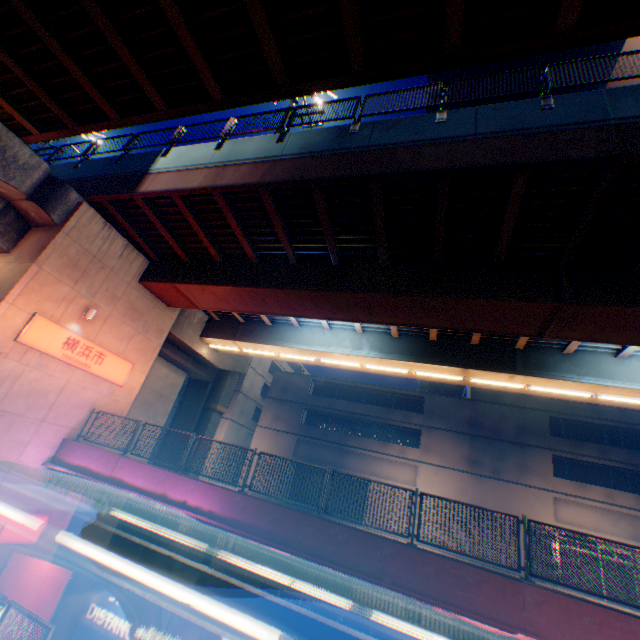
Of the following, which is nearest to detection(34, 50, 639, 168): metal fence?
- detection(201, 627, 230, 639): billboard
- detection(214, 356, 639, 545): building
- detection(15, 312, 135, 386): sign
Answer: detection(15, 312, 135, 386): sign

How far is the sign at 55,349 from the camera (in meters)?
10.85

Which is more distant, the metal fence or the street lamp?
the metal fence

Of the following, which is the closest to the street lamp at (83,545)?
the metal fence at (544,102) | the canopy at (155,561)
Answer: the canopy at (155,561)

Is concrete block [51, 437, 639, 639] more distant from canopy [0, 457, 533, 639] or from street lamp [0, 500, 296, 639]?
street lamp [0, 500, 296, 639]

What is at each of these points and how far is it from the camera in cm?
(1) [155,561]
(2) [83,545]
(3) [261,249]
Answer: (1) canopy, 263
(2) street lamp, 257
(3) overpass support, 1284

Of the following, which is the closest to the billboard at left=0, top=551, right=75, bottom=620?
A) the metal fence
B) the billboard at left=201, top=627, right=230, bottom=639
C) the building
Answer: the metal fence

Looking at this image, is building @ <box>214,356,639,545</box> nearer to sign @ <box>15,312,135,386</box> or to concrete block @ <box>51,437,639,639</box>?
sign @ <box>15,312,135,386</box>
